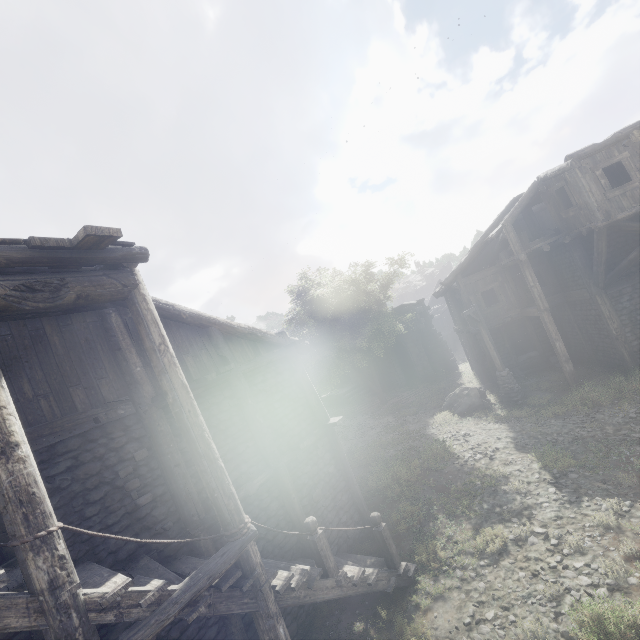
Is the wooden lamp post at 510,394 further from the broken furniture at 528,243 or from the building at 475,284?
the broken furniture at 528,243

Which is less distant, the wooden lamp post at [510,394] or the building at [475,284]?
the building at [475,284]

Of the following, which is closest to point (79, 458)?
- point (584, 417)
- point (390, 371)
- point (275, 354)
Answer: point (275, 354)

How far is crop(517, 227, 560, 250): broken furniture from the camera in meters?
15.1

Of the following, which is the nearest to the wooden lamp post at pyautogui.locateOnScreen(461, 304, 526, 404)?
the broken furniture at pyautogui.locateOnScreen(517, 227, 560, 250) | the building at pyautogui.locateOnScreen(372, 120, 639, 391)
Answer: the building at pyautogui.locateOnScreen(372, 120, 639, 391)

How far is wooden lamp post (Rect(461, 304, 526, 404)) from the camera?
15.6m

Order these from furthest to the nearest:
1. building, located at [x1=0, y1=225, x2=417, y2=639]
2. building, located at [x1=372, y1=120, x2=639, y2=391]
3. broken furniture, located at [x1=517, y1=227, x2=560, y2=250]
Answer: broken furniture, located at [x1=517, y1=227, x2=560, y2=250] < building, located at [x1=372, y1=120, x2=639, y2=391] < building, located at [x1=0, y1=225, x2=417, y2=639]
